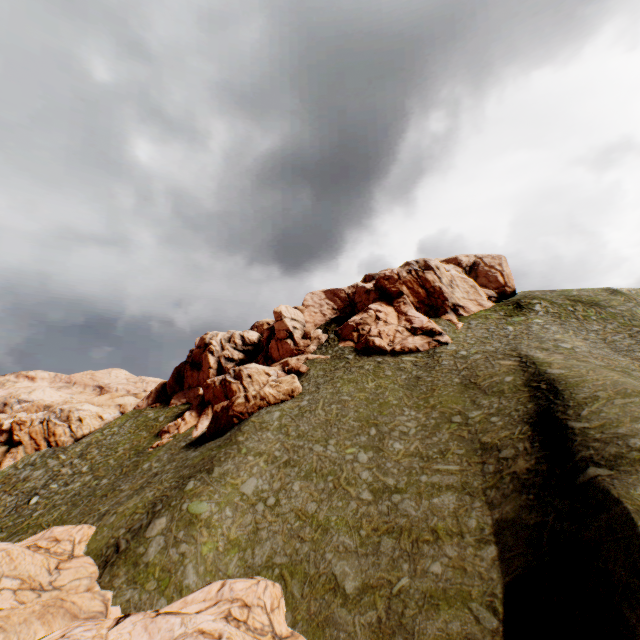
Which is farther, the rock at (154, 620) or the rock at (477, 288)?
the rock at (477, 288)

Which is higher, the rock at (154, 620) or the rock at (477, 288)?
the rock at (477, 288)

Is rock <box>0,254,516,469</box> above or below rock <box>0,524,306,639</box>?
above

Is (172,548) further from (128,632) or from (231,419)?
(231,419)

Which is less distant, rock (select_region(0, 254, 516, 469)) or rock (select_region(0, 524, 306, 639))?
rock (select_region(0, 524, 306, 639))
